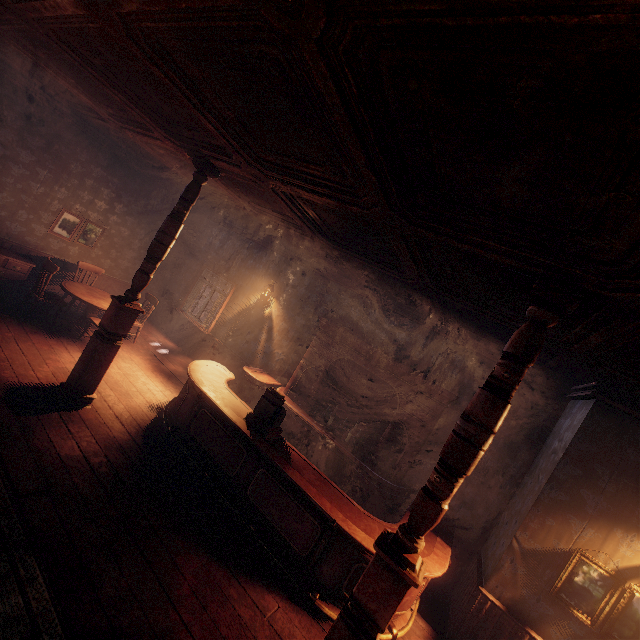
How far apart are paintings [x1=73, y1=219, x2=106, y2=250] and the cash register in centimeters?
677cm

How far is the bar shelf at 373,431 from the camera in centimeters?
566cm

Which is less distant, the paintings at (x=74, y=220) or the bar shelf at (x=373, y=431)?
the bar shelf at (x=373, y=431)

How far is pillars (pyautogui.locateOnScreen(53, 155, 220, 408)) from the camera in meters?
4.4

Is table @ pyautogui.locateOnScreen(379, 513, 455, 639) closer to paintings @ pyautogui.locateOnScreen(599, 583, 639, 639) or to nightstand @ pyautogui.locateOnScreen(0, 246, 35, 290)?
paintings @ pyautogui.locateOnScreen(599, 583, 639, 639)

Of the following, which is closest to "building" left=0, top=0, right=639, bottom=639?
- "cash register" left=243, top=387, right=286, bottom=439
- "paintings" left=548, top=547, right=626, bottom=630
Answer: "paintings" left=548, top=547, right=626, bottom=630

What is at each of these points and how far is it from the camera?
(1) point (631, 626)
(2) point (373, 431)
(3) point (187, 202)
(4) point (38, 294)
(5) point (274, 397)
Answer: (1) paintings, 3.5 meters
(2) bar shelf, 6.5 meters
(3) pillars, 4.5 meters
(4) chair, 6.1 meters
(5) cash register, 4.7 meters

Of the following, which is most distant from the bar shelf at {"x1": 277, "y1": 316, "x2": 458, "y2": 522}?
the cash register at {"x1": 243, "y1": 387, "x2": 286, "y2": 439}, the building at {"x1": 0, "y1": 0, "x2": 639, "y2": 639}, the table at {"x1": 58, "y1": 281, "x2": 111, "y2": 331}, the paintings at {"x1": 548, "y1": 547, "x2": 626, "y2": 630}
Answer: the table at {"x1": 58, "y1": 281, "x2": 111, "y2": 331}
